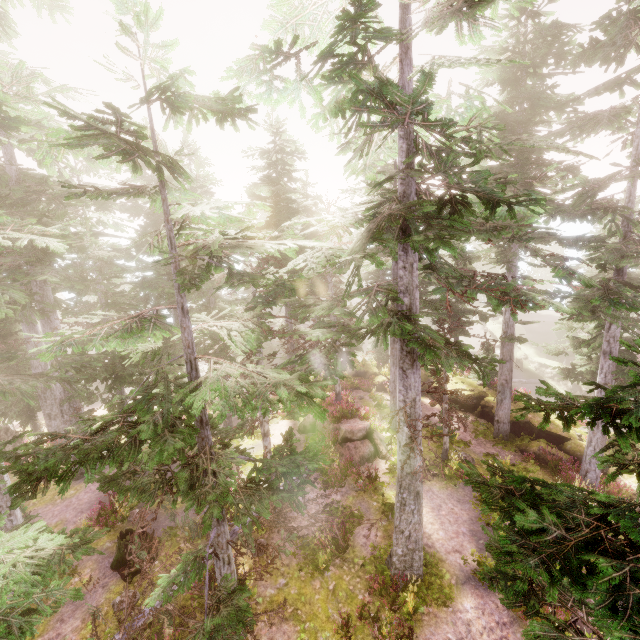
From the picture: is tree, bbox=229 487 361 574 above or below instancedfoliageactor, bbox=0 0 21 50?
below

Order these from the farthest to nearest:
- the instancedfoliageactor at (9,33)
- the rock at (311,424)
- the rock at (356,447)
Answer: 1. the rock at (311,424)
2. the rock at (356,447)
3. the instancedfoliageactor at (9,33)

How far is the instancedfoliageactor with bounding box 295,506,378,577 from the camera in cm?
1159

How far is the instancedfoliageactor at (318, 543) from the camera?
11.6 meters

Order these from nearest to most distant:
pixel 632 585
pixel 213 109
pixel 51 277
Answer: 1. pixel 632 585
2. pixel 213 109
3. pixel 51 277

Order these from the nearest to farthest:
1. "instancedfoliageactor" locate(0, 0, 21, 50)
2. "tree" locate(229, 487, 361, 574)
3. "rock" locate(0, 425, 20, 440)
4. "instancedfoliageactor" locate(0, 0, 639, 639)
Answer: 1. "instancedfoliageactor" locate(0, 0, 639, 639)
2. "tree" locate(229, 487, 361, 574)
3. "instancedfoliageactor" locate(0, 0, 21, 50)
4. "rock" locate(0, 425, 20, 440)

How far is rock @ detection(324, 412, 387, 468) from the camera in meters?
17.0 m

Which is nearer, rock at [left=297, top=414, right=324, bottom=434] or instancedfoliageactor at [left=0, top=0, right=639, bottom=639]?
instancedfoliageactor at [left=0, top=0, right=639, bottom=639]
